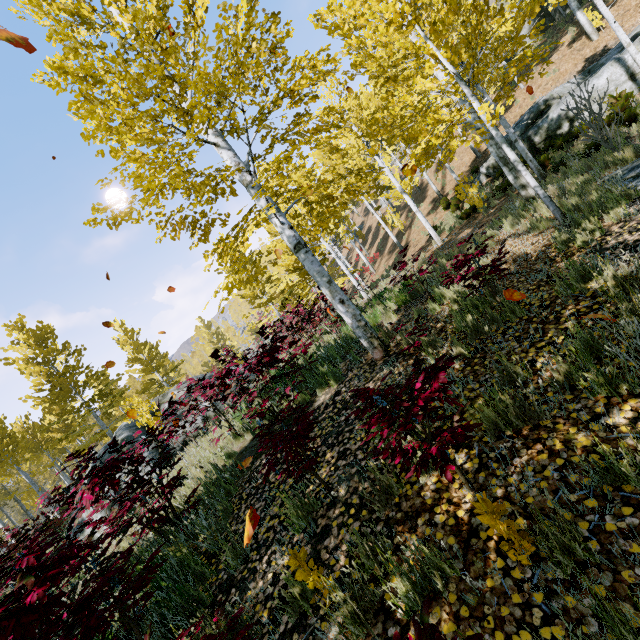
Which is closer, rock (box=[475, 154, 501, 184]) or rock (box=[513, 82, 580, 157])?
rock (box=[513, 82, 580, 157])

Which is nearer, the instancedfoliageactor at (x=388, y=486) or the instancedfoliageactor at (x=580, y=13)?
the instancedfoliageactor at (x=388, y=486)

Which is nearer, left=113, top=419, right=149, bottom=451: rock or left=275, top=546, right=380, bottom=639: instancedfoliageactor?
left=275, top=546, right=380, bottom=639: instancedfoliageactor

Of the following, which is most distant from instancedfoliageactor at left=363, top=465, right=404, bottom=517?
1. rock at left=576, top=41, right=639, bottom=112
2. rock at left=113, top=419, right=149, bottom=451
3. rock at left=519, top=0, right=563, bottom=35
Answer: rock at left=519, top=0, right=563, bottom=35

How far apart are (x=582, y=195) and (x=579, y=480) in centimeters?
652cm

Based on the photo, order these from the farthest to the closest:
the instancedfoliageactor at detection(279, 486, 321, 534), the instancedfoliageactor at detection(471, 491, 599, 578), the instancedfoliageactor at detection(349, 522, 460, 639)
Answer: the instancedfoliageactor at detection(279, 486, 321, 534)
the instancedfoliageactor at detection(471, 491, 599, 578)
the instancedfoliageactor at detection(349, 522, 460, 639)

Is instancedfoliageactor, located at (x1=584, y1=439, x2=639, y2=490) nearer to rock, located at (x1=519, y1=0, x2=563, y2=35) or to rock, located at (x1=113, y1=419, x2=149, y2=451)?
rock, located at (x1=113, y1=419, x2=149, y2=451)
